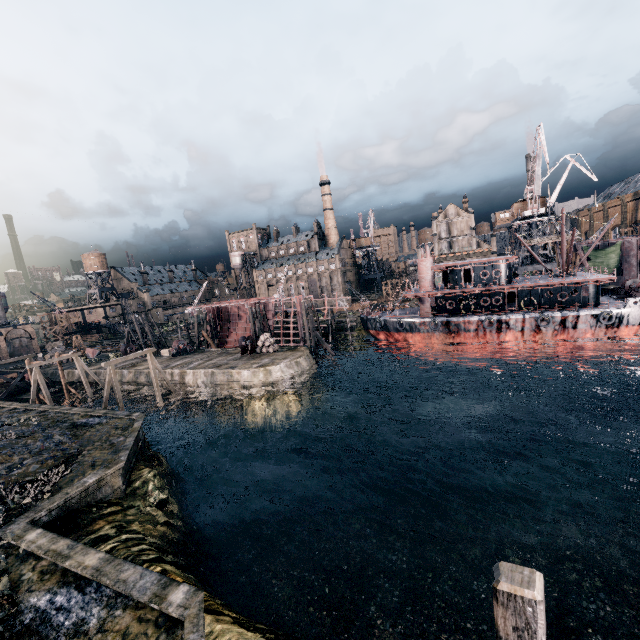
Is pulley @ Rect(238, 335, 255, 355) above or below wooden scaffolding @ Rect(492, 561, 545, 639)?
below

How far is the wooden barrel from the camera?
44.28m

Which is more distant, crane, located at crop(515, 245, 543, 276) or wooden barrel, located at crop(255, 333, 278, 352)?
crane, located at crop(515, 245, 543, 276)

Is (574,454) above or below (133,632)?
below

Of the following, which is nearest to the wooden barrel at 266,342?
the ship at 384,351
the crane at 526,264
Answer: the ship at 384,351

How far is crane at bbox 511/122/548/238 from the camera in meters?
46.2

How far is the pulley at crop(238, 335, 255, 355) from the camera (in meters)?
45.03

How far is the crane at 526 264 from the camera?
55.94m
